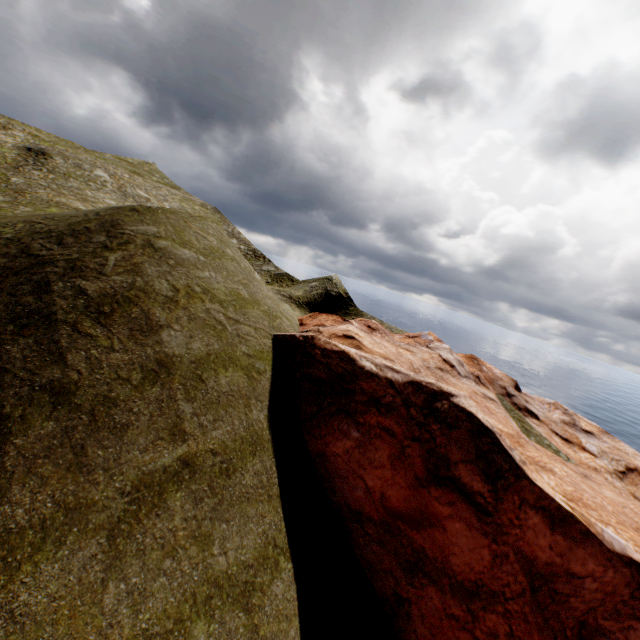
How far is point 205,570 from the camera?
9.6m
